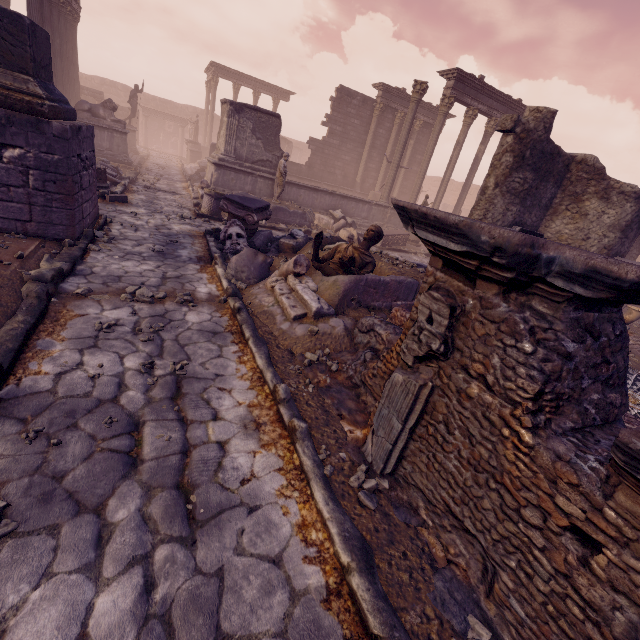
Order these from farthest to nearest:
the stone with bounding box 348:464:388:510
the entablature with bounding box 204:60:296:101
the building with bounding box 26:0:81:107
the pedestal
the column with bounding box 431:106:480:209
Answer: the entablature with bounding box 204:60:296:101
the column with bounding box 431:106:480:209
the building with bounding box 26:0:81:107
the pedestal
the stone with bounding box 348:464:388:510

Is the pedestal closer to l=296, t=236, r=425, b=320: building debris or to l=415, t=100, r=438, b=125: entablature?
l=296, t=236, r=425, b=320: building debris

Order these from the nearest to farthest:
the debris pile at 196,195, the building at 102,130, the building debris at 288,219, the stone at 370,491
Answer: the stone at 370,491, the debris pile at 196,195, the building debris at 288,219, the building at 102,130

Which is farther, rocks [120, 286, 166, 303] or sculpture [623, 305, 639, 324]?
sculpture [623, 305, 639, 324]

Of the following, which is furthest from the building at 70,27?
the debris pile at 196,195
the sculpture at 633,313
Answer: the sculpture at 633,313

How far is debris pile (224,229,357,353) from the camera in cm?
468

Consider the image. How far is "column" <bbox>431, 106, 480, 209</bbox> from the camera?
16.6 meters

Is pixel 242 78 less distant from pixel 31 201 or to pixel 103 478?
pixel 31 201
